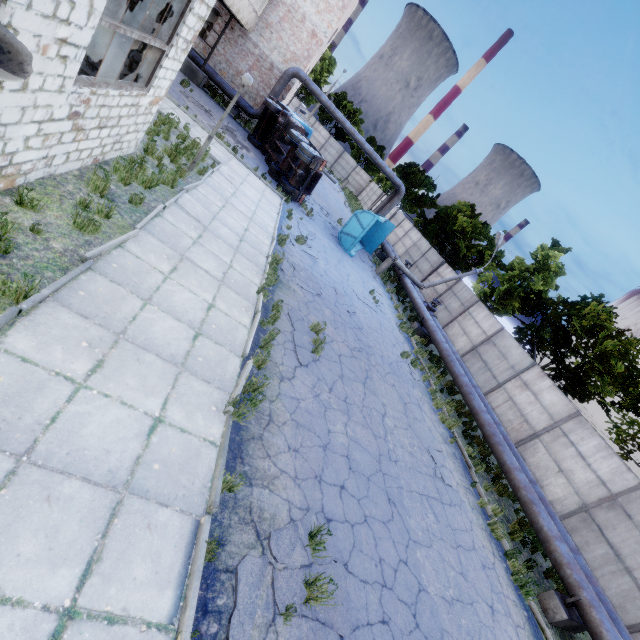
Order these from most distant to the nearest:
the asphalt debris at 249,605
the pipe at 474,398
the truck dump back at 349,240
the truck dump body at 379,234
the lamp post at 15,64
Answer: the truck dump body at 379,234
the truck dump back at 349,240
the pipe at 474,398
the asphalt debris at 249,605
the lamp post at 15,64

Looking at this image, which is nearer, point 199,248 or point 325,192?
point 199,248

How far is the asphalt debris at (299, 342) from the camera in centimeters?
795cm

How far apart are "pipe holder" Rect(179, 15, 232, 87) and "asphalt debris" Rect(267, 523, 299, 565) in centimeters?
2528cm

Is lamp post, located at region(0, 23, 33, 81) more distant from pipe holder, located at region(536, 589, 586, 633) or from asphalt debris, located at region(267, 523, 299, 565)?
pipe holder, located at region(536, 589, 586, 633)

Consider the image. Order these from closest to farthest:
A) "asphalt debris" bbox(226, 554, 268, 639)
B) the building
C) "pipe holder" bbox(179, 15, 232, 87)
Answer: "asphalt debris" bbox(226, 554, 268, 639)
the building
"pipe holder" bbox(179, 15, 232, 87)

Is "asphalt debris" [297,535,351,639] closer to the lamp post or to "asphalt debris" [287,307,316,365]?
"asphalt debris" [287,307,316,365]

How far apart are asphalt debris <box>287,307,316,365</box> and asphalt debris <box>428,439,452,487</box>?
4.51m
